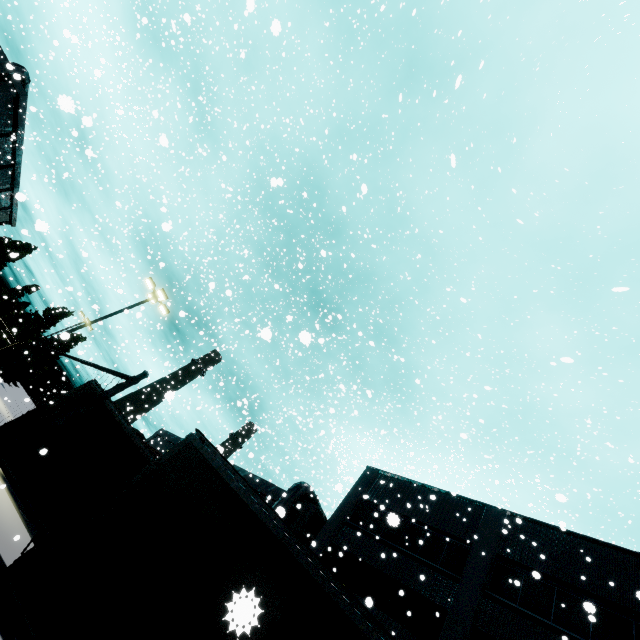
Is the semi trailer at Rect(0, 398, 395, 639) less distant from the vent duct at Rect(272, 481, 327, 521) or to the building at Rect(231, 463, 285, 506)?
the vent duct at Rect(272, 481, 327, 521)

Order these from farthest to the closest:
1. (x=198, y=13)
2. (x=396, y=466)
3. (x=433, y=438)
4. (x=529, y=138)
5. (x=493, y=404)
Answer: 1. (x=396, y=466)
2. (x=433, y=438)
3. (x=493, y=404)
4. (x=198, y=13)
5. (x=529, y=138)

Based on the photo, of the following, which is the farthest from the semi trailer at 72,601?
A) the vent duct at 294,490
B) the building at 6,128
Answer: the building at 6,128

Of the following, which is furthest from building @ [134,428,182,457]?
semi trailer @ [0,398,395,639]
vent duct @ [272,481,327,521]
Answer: semi trailer @ [0,398,395,639]

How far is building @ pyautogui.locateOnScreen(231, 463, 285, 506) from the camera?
23.5m
